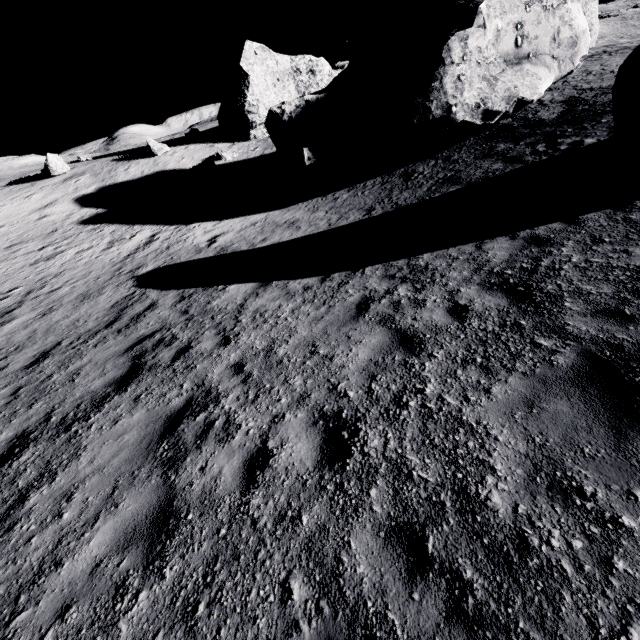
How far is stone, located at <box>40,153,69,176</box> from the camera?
28.8m

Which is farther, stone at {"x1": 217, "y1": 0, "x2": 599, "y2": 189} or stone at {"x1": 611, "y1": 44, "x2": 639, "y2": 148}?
stone at {"x1": 217, "y1": 0, "x2": 599, "y2": 189}

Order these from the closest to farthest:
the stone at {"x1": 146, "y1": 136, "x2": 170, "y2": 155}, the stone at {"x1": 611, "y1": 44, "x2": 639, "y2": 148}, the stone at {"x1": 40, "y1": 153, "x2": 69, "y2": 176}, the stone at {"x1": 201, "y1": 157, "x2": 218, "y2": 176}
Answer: the stone at {"x1": 611, "y1": 44, "x2": 639, "y2": 148}
the stone at {"x1": 201, "y1": 157, "x2": 218, "y2": 176}
the stone at {"x1": 40, "y1": 153, "x2": 69, "y2": 176}
the stone at {"x1": 146, "y1": 136, "x2": 170, "y2": 155}

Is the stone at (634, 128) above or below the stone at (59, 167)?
below

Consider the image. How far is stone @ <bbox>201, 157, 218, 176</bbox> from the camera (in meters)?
27.73

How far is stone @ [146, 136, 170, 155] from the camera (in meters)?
30.69

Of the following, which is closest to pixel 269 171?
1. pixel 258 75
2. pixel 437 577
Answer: pixel 258 75

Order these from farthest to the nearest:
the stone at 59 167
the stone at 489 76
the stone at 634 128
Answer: the stone at 59 167 < the stone at 489 76 < the stone at 634 128
